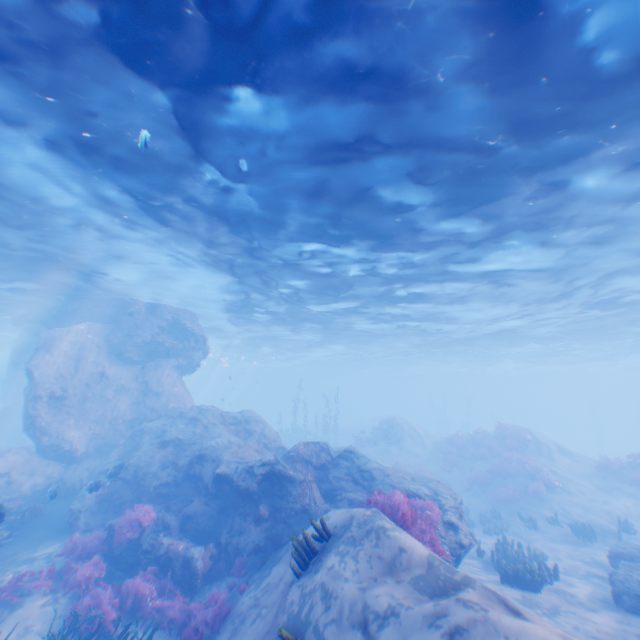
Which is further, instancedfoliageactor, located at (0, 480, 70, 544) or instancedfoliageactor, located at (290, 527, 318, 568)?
instancedfoliageactor, located at (0, 480, 70, 544)

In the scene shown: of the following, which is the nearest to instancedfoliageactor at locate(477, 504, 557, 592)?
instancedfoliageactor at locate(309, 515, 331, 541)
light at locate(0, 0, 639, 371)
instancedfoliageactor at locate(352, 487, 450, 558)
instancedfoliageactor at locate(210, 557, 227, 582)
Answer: instancedfoliageactor at locate(352, 487, 450, 558)

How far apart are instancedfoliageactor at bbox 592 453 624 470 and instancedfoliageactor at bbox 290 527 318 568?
23.5 meters

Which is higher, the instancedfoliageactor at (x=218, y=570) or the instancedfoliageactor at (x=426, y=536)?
the instancedfoliageactor at (x=426, y=536)

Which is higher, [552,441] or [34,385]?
[34,385]

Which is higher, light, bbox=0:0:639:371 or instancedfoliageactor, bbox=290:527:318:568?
light, bbox=0:0:639:371

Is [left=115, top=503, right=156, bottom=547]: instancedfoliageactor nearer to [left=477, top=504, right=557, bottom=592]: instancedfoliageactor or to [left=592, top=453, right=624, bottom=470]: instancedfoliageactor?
[left=477, top=504, right=557, bottom=592]: instancedfoliageactor

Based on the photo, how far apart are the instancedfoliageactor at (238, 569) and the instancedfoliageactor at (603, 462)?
23.88m
